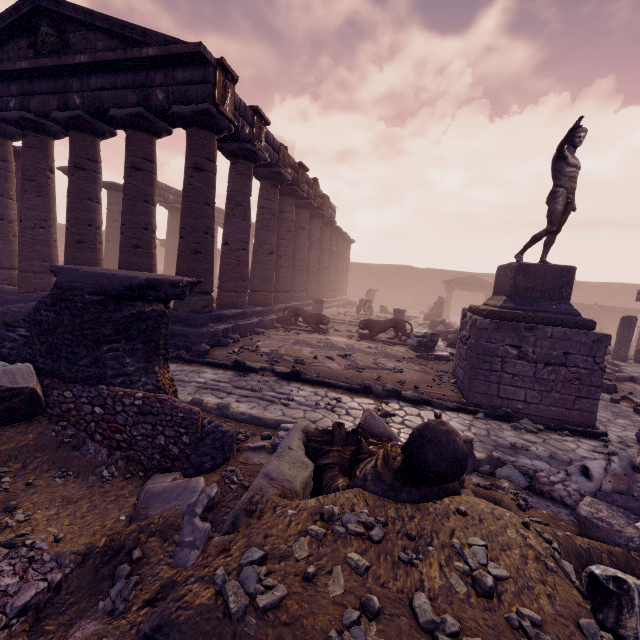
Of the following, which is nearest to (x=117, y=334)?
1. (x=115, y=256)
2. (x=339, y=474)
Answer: (x=339, y=474)

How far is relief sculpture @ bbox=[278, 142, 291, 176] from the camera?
12.51m

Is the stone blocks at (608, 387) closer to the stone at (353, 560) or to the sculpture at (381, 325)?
the sculpture at (381, 325)

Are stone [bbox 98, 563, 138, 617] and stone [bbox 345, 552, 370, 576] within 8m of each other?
yes

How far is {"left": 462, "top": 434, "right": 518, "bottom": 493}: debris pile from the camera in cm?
374

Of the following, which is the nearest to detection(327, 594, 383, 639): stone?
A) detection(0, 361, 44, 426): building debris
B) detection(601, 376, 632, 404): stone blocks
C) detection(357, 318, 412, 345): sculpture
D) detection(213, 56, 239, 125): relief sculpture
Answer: detection(0, 361, 44, 426): building debris

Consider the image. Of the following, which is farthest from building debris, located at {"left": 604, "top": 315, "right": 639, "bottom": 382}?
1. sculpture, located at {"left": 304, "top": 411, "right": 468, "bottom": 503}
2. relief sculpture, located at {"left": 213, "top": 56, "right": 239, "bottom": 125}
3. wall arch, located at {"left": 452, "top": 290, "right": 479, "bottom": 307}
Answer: wall arch, located at {"left": 452, "top": 290, "right": 479, "bottom": 307}

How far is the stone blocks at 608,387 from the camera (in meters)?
8.69
